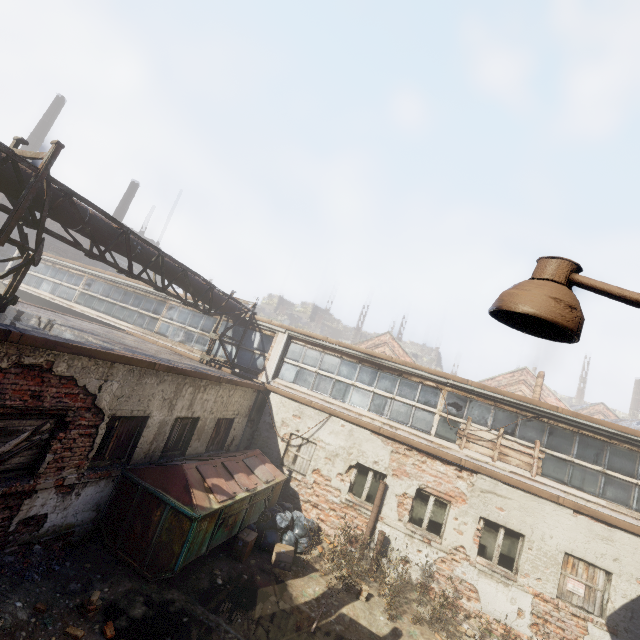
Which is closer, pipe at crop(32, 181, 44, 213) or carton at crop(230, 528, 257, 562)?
pipe at crop(32, 181, 44, 213)

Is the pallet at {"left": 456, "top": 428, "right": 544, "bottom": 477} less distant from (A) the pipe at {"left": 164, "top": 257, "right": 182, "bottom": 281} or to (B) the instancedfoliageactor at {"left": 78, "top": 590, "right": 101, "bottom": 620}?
(A) the pipe at {"left": 164, "top": 257, "right": 182, "bottom": 281}

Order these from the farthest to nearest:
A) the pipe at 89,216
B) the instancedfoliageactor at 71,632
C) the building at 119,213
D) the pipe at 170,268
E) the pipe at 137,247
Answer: the building at 119,213
the pipe at 170,268
the pipe at 137,247
the pipe at 89,216
the instancedfoliageactor at 71,632

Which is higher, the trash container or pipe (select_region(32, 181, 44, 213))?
pipe (select_region(32, 181, 44, 213))

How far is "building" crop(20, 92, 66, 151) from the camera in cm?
2792

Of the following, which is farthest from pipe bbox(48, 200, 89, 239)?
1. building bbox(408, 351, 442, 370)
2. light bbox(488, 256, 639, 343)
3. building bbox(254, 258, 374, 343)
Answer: building bbox(408, 351, 442, 370)

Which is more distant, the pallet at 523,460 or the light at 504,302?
the pallet at 523,460

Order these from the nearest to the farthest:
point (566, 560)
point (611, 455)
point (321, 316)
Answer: point (566, 560)
point (611, 455)
point (321, 316)
